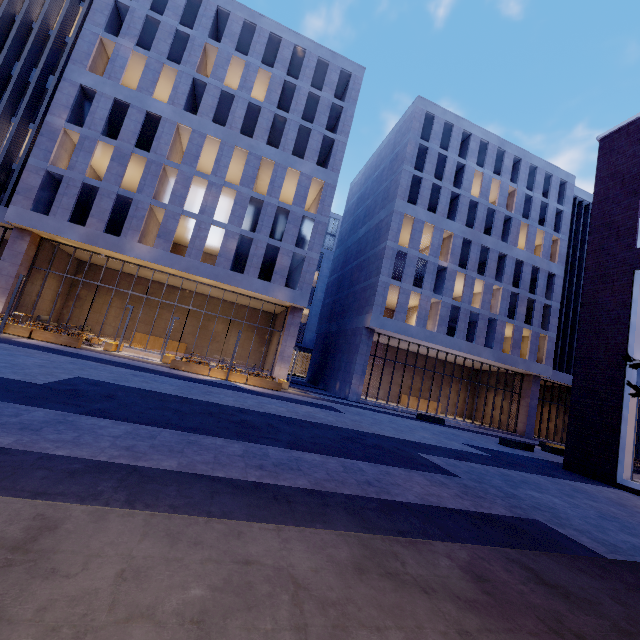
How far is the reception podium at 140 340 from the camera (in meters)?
24.95

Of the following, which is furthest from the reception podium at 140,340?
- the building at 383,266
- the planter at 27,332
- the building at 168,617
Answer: the building at 168,617

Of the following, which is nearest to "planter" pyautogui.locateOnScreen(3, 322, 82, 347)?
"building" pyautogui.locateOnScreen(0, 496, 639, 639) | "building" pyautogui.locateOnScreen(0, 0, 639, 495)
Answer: "building" pyautogui.locateOnScreen(0, 0, 639, 495)

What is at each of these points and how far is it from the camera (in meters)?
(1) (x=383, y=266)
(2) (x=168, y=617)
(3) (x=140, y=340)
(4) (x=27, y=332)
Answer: (1) building, 25.83
(2) building, 1.61
(3) reception podium, 25.06
(4) planter, 15.51

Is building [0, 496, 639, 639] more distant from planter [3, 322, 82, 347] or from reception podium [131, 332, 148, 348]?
reception podium [131, 332, 148, 348]

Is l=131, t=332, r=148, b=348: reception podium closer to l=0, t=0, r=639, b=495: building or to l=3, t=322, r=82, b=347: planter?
l=0, t=0, r=639, b=495: building

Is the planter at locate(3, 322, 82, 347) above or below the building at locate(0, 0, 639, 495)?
below

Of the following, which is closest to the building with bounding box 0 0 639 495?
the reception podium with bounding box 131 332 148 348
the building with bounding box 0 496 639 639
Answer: the reception podium with bounding box 131 332 148 348
